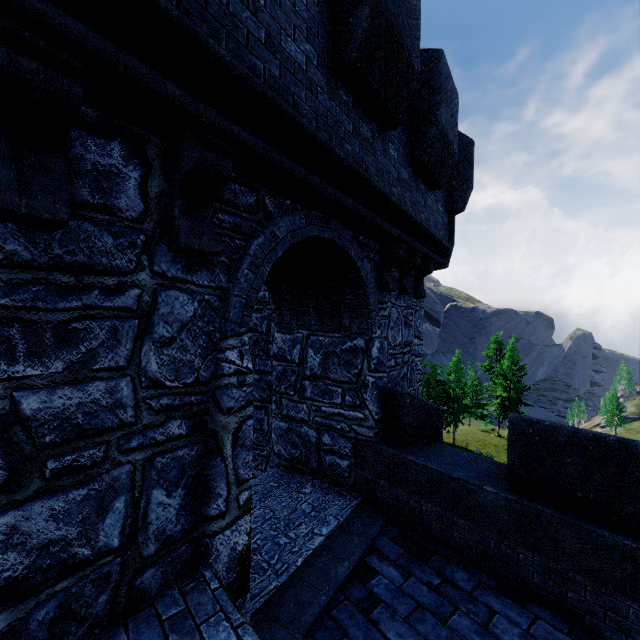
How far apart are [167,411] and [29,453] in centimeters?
82cm
